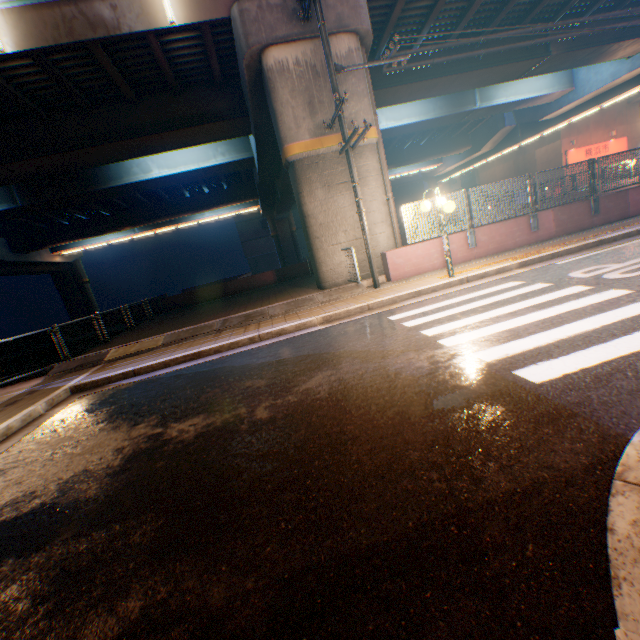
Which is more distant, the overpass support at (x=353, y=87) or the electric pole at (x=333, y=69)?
the overpass support at (x=353, y=87)

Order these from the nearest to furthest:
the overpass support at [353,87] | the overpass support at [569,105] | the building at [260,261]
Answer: the overpass support at [353,87]
the overpass support at [569,105]
the building at [260,261]

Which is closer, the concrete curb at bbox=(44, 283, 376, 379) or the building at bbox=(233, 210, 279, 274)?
the concrete curb at bbox=(44, 283, 376, 379)

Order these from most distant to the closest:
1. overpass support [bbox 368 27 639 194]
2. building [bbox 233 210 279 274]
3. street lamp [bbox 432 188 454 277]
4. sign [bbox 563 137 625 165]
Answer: building [bbox 233 210 279 274] < sign [bbox 563 137 625 165] < overpass support [bbox 368 27 639 194] < street lamp [bbox 432 188 454 277]

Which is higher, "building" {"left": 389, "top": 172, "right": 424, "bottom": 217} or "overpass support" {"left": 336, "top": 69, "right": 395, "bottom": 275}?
"building" {"left": 389, "top": 172, "right": 424, "bottom": 217}

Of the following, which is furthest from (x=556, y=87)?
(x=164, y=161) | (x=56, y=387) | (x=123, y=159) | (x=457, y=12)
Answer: (x=56, y=387)

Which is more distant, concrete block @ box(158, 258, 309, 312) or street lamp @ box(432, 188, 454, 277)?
concrete block @ box(158, 258, 309, 312)

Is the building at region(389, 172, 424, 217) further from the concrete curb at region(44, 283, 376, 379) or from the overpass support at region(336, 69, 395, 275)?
the concrete curb at region(44, 283, 376, 379)
